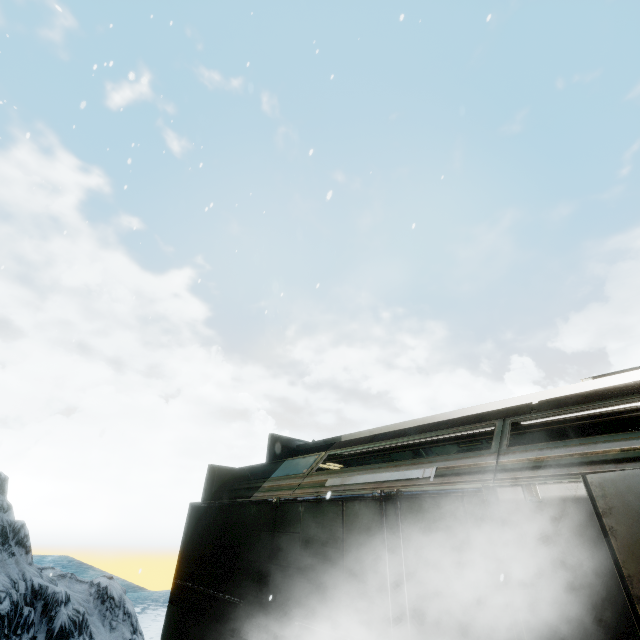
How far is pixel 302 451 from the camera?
9.6 meters
